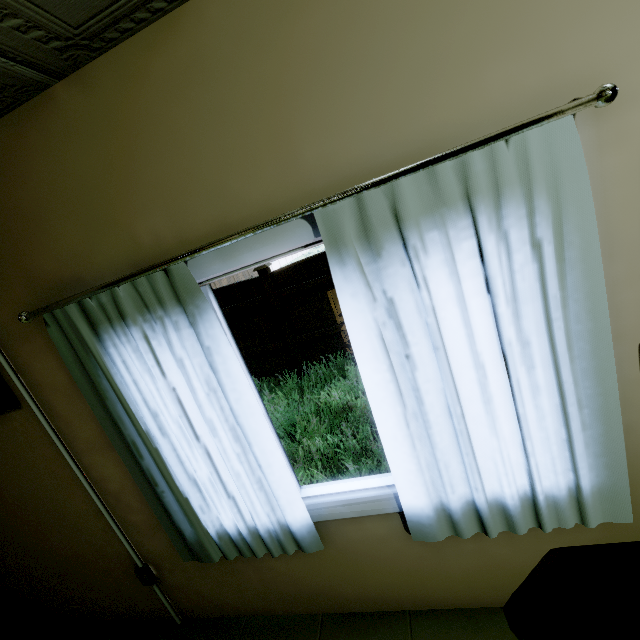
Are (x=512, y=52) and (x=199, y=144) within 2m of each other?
yes

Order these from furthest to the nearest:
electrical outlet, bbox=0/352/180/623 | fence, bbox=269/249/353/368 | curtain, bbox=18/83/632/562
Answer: fence, bbox=269/249/353/368 < electrical outlet, bbox=0/352/180/623 < curtain, bbox=18/83/632/562

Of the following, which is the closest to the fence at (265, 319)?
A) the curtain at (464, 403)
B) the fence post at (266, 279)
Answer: the fence post at (266, 279)

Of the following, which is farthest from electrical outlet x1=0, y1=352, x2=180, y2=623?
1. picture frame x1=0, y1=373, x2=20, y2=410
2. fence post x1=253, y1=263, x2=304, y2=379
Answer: fence post x1=253, y1=263, x2=304, y2=379

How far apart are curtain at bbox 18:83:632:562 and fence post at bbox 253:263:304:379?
4.78m

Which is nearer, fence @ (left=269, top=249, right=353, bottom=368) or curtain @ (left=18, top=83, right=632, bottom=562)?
curtain @ (left=18, top=83, right=632, bottom=562)

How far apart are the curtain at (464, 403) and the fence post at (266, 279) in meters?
4.8

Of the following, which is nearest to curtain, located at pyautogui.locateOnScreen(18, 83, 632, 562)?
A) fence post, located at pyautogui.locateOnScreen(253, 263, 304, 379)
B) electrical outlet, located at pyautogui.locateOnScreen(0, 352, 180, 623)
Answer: electrical outlet, located at pyautogui.locateOnScreen(0, 352, 180, 623)
